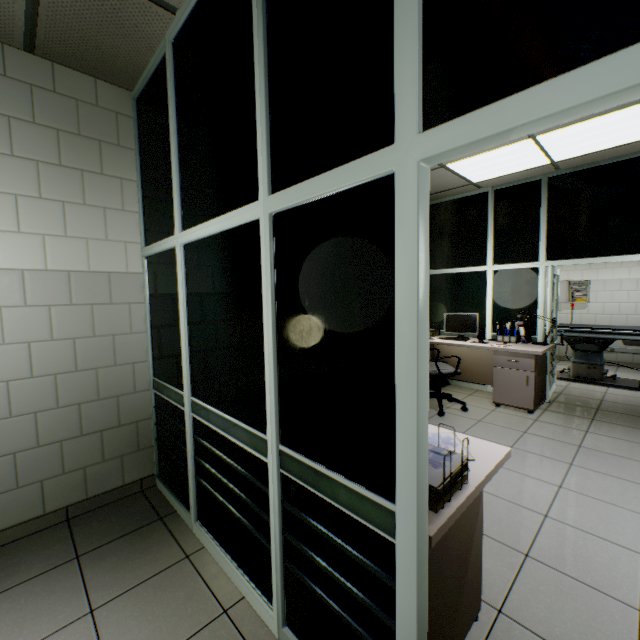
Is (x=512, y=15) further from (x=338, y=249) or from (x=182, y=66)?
(x=182, y=66)

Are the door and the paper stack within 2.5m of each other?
no

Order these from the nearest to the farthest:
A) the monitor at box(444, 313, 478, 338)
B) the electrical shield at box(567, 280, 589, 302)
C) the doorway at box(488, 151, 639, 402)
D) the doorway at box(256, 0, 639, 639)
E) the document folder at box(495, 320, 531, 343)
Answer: the doorway at box(256, 0, 639, 639), the doorway at box(488, 151, 639, 402), the document folder at box(495, 320, 531, 343), the monitor at box(444, 313, 478, 338), the electrical shield at box(567, 280, 589, 302)

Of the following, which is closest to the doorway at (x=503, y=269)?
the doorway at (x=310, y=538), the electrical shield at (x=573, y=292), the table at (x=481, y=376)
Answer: the table at (x=481, y=376)

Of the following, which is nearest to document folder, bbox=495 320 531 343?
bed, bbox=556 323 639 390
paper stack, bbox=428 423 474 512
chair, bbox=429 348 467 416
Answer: chair, bbox=429 348 467 416

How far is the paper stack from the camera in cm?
111

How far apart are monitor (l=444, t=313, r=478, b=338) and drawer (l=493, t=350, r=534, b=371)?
0.7 meters

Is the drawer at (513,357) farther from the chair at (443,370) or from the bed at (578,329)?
the bed at (578,329)
